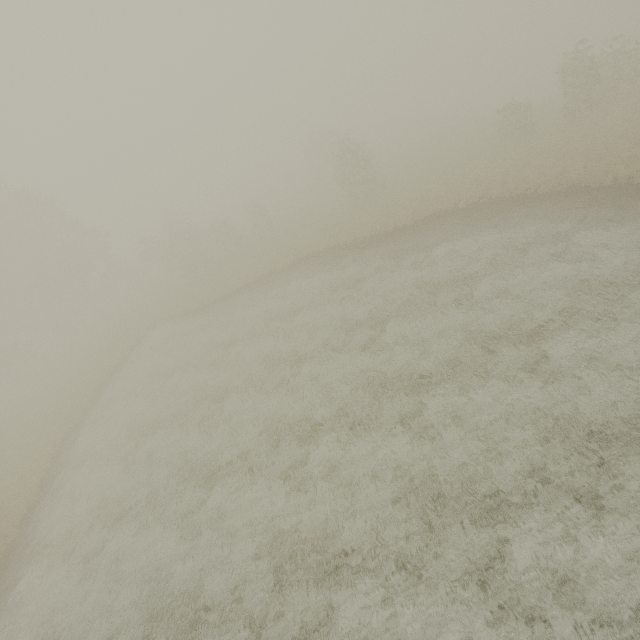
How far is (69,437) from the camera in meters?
22.7 m
